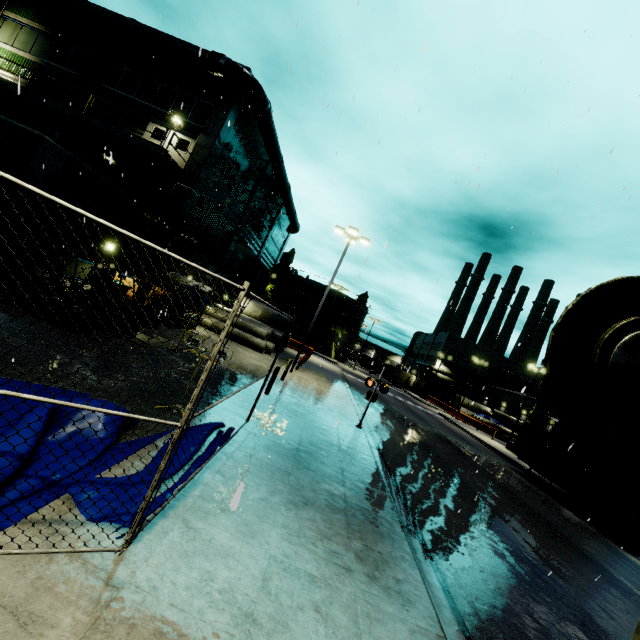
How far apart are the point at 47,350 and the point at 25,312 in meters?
6.8

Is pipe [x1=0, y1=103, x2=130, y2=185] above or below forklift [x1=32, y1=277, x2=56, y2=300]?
above

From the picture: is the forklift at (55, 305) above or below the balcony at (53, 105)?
below

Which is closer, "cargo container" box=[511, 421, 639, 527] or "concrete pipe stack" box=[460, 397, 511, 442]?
"cargo container" box=[511, 421, 639, 527]

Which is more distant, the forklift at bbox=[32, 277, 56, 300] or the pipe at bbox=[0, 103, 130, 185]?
the pipe at bbox=[0, 103, 130, 185]

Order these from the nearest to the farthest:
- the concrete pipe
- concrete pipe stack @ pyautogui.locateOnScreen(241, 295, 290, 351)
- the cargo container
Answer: the cargo container < the concrete pipe < concrete pipe stack @ pyautogui.locateOnScreen(241, 295, 290, 351)

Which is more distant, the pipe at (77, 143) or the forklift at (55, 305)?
the pipe at (77, 143)

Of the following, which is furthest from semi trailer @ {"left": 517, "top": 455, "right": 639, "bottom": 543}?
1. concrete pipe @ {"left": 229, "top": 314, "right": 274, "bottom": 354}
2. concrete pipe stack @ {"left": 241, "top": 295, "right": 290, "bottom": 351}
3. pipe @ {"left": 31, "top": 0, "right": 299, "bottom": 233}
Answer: concrete pipe @ {"left": 229, "top": 314, "right": 274, "bottom": 354}
